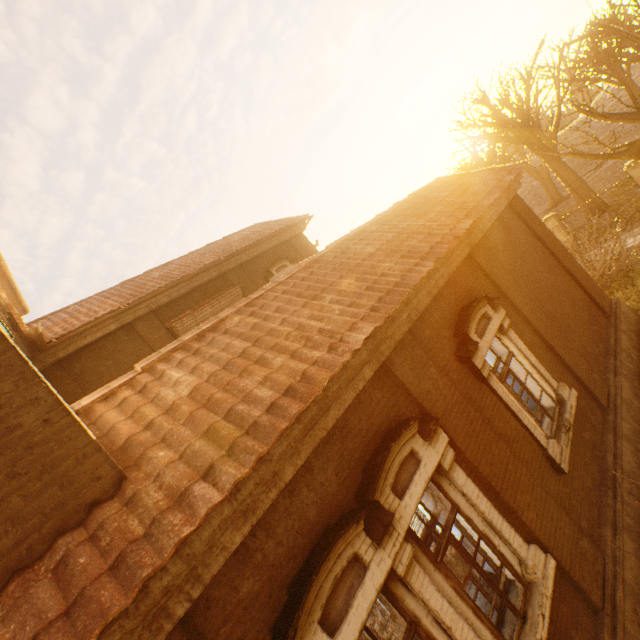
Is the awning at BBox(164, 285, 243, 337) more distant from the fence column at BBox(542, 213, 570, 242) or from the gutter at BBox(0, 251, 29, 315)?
the fence column at BBox(542, 213, 570, 242)

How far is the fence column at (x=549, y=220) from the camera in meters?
18.3 m

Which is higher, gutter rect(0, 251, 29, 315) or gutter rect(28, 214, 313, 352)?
gutter rect(0, 251, 29, 315)

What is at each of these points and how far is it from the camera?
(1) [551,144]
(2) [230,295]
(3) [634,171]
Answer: (1) tree, 24.6 meters
(2) awning, 12.4 meters
(3) fence column, 15.4 meters

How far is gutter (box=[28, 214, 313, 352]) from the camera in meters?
7.8

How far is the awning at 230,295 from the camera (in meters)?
11.08

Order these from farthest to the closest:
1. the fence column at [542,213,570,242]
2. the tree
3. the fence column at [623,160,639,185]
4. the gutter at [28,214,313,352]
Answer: the fence column at [542,213,570,242] → the fence column at [623,160,639,185] → the tree → the gutter at [28,214,313,352]

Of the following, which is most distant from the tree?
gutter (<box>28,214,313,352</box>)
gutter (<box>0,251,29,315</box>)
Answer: gutter (<box>28,214,313,352</box>)
